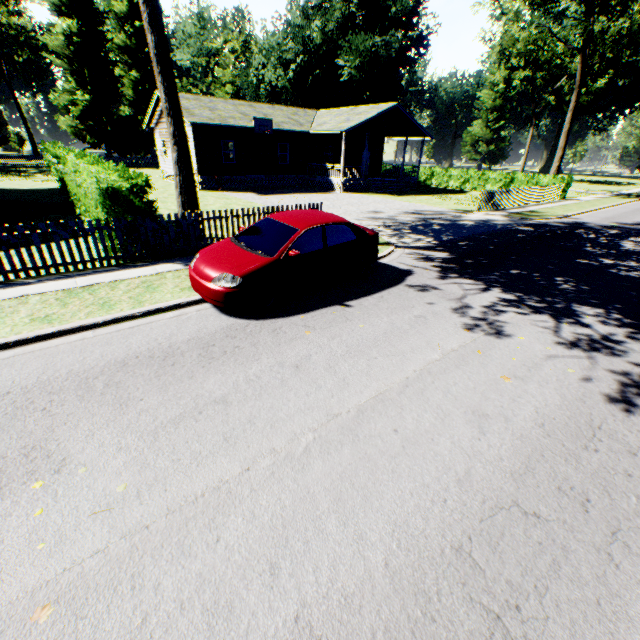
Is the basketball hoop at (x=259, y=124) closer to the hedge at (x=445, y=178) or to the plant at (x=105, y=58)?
the hedge at (x=445, y=178)

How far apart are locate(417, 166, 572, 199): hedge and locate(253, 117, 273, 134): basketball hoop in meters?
19.0

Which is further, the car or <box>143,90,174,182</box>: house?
<box>143,90,174,182</box>: house

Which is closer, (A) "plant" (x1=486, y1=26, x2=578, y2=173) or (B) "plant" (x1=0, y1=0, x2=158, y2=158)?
(B) "plant" (x1=0, y1=0, x2=158, y2=158)

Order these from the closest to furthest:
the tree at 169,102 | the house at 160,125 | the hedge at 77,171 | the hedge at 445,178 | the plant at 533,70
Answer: the hedge at 77,171, the tree at 169,102, the house at 160,125, the hedge at 445,178, the plant at 533,70

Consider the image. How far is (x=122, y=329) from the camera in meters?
5.9

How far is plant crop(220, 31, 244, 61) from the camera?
52.7m

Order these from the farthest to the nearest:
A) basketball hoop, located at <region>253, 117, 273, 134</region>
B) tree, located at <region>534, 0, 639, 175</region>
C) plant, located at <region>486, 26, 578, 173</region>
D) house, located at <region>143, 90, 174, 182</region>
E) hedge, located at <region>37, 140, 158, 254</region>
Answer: plant, located at <region>486, 26, 578, 173</region> < house, located at <region>143, 90, 174, 182</region> < basketball hoop, located at <region>253, 117, 273, 134</region> < tree, located at <region>534, 0, 639, 175</region> < hedge, located at <region>37, 140, 158, 254</region>
